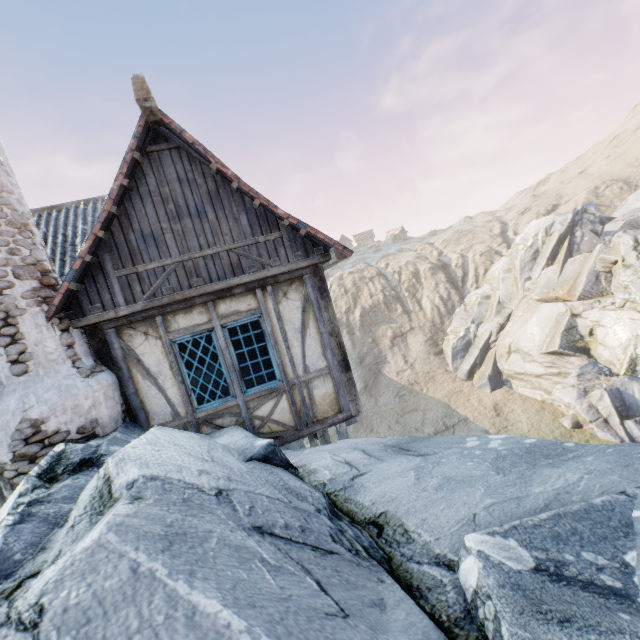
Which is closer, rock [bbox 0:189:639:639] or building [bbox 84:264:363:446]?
rock [bbox 0:189:639:639]

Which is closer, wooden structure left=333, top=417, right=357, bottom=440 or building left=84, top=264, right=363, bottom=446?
building left=84, top=264, right=363, bottom=446

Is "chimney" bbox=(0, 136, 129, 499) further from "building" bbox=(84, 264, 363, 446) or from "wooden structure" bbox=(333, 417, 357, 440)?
"wooden structure" bbox=(333, 417, 357, 440)

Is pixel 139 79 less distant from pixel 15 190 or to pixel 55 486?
pixel 15 190

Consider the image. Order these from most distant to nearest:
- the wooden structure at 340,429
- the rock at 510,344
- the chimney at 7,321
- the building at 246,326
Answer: the wooden structure at 340,429 < the building at 246,326 < the chimney at 7,321 < the rock at 510,344

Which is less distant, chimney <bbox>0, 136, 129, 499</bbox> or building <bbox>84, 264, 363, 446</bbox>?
chimney <bbox>0, 136, 129, 499</bbox>

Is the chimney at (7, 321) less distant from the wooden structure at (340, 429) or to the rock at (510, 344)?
the rock at (510, 344)

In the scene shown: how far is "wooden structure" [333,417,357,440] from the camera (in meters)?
6.45
